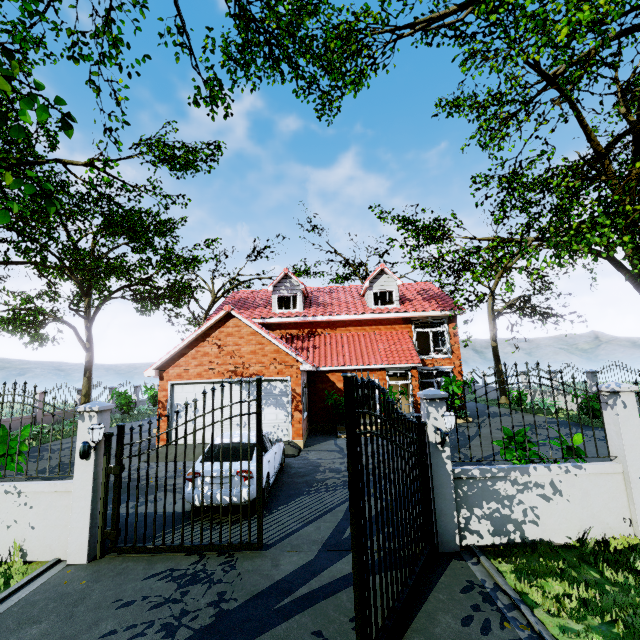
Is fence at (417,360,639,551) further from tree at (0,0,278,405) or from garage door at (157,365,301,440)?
garage door at (157,365,301,440)

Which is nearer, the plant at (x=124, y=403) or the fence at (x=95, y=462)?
the fence at (x=95, y=462)

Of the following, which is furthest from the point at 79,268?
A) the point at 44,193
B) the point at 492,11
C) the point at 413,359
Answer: the point at 492,11

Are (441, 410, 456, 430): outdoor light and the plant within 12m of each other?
no

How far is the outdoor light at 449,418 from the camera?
5.6 meters

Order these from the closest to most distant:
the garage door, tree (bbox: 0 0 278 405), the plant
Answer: tree (bbox: 0 0 278 405)
the garage door
the plant

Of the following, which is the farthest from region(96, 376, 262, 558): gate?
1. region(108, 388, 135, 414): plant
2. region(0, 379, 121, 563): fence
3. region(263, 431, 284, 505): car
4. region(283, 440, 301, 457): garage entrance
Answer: region(108, 388, 135, 414): plant

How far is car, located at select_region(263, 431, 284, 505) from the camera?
7.5 meters
